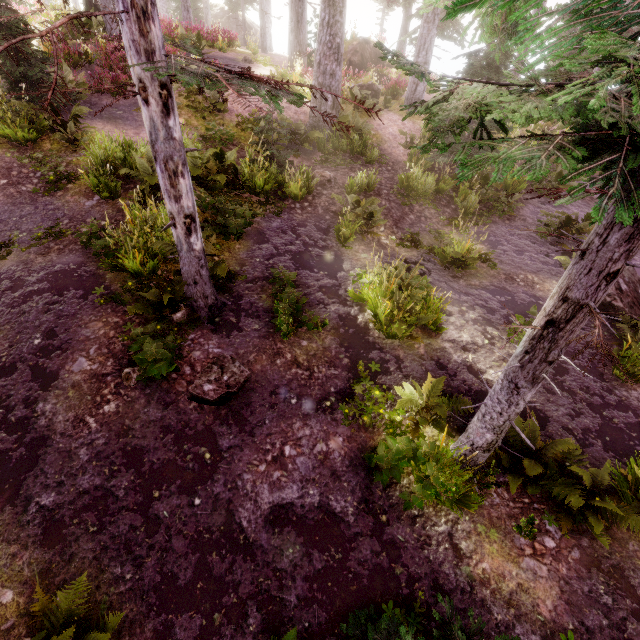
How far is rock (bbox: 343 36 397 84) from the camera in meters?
21.9

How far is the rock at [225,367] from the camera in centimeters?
523cm

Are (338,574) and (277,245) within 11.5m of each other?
yes

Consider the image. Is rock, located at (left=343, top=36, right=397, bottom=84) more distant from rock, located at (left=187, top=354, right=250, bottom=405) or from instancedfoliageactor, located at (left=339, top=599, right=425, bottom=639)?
rock, located at (left=187, top=354, right=250, bottom=405)

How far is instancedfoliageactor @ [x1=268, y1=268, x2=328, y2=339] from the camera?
6.2m

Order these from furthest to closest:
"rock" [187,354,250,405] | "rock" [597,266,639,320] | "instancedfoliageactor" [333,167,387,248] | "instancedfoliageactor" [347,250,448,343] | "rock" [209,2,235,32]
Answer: "rock" [209,2,235,32] → "instancedfoliageactor" [333,167,387,248] → "rock" [597,266,639,320] → "instancedfoliageactor" [347,250,448,343] → "rock" [187,354,250,405]

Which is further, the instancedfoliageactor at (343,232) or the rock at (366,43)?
the rock at (366,43)

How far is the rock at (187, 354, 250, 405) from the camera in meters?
5.2
